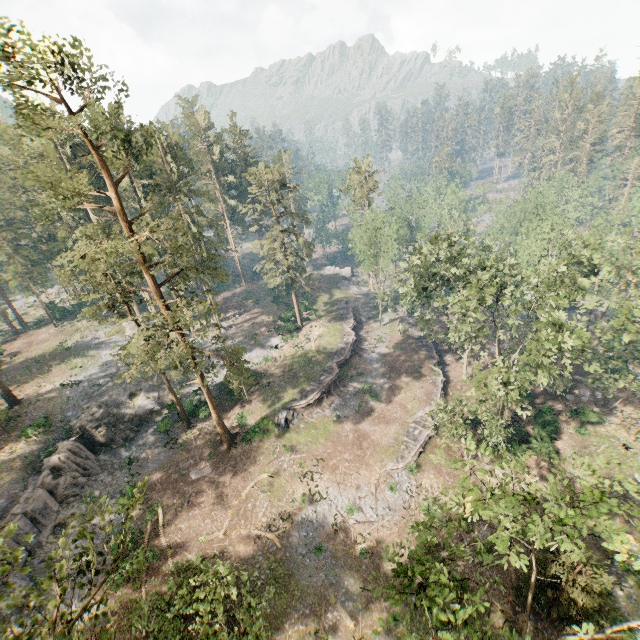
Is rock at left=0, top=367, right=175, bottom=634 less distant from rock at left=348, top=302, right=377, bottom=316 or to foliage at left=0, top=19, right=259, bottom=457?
foliage at left=0, top=19, right=259, bottom=457

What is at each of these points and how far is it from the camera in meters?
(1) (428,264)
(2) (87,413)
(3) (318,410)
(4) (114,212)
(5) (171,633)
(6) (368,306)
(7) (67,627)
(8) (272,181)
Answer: (1) foliage, 40.0
(2) rock, 33.7
(3) ground embankment, 37.7
(4) foliage, 22.4
(5) foliage, 8.4
(6) rock, 59.6
(7) foliage, 6.5
(8) foliage, 41.6

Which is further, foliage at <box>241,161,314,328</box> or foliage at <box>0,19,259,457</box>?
foliage at <box>241,161,314,328</box>

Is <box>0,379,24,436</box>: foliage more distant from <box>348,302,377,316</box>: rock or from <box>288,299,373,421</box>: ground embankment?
<box>288,299,373,421</box>: ground embankment

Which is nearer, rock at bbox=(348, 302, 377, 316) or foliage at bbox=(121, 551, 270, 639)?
foliage at bbox=(121, 551, 270, 639)

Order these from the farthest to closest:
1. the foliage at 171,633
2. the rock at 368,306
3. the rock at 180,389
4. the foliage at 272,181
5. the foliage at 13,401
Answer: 1. the rock at 368,306
2. the rock at 180,389
3. the foliage at 272,181
4. the foliage at 13,401
5. the foliage at 171,633

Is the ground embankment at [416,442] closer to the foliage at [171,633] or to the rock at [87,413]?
the foliage at [171,633]

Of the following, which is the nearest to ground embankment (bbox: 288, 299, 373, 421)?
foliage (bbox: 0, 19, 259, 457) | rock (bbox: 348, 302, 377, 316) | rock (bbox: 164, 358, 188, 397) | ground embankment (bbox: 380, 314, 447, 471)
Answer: rock (bbox: 348, 302, 377, 316)
